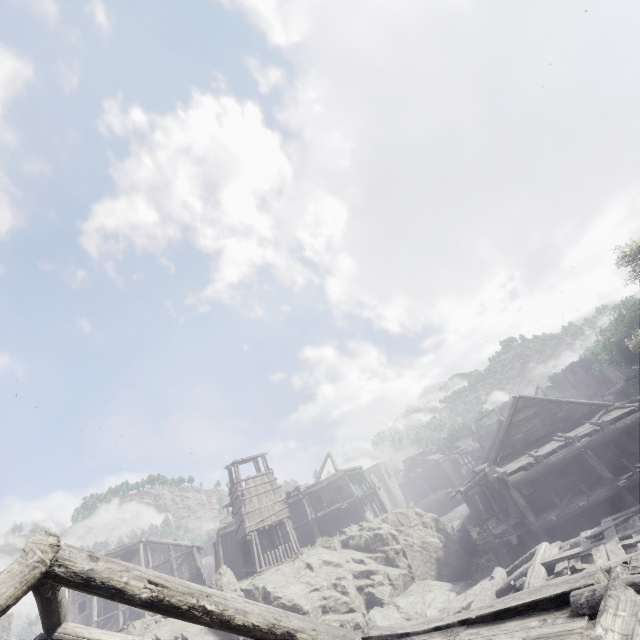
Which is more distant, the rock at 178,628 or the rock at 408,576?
the rock at 408,576

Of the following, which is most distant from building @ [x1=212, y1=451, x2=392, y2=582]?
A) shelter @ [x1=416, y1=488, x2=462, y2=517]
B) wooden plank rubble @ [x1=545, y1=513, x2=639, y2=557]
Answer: shelter @ [x1=416, y1=488, x2=462, y2=517]

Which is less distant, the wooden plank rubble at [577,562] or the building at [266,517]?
the wooden plank rubble at [577,562]

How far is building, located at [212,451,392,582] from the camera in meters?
24.7

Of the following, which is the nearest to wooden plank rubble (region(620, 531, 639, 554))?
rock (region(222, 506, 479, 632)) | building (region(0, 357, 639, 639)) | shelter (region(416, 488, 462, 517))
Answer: building (region(0, 357, 639, 639))

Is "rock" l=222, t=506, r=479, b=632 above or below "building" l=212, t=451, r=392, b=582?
below

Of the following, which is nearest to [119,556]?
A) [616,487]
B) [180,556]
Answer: [180,556]

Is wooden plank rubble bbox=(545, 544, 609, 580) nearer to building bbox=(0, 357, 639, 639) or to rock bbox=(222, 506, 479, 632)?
building bbox=(0, 357, 639, 639)
